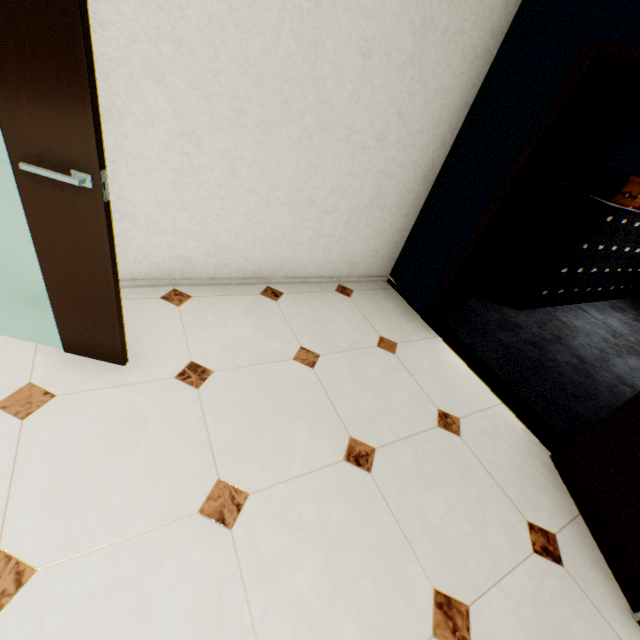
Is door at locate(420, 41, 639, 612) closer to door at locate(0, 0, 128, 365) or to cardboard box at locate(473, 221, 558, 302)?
cardboard box at locate(473, 221, 558, 302)

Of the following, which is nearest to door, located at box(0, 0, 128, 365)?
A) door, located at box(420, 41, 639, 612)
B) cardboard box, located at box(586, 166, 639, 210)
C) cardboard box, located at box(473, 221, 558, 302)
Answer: door, located at box(420, 41, 639, 612)

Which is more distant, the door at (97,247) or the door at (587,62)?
the door at (587,62)

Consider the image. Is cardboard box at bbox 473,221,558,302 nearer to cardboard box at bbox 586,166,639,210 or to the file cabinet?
the file cabinet

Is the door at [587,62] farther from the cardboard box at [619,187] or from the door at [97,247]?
the door at [97,247]

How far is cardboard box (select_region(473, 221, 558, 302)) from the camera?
3.48m

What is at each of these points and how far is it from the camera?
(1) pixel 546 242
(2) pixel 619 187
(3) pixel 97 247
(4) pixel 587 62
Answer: (1) cardboard box, 3.5m
(2) cardboard box, 3.3m
(3) door, 1.4m
(4) door, 1.9m
